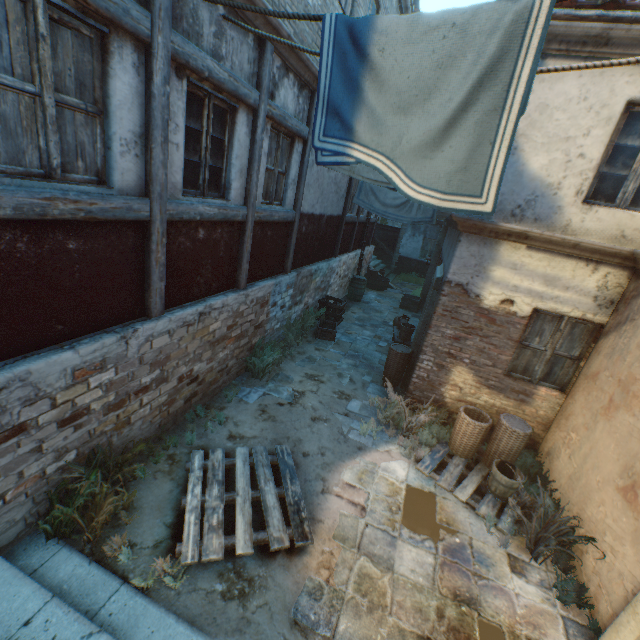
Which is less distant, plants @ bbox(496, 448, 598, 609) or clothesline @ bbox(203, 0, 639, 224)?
clothesline @ bbox(203, 0, 639, 224)

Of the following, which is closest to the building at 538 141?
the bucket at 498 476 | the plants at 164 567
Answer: the bucket at 498 476

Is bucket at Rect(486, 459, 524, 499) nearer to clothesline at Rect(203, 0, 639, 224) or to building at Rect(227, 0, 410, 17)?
building at Rect(227, 0, 410, 17)

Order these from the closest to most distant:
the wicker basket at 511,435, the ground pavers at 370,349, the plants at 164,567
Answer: the plants at 164,567 → the wicker basket at 511,435 → the ground pavers at 370,349

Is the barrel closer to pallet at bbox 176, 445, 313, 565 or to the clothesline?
pallet at bbox 176, 445, 313, 565

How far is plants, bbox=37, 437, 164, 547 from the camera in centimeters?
327cm

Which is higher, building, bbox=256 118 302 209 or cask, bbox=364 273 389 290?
building, bbox=256 118 302 209

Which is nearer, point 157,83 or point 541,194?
point 157,83
